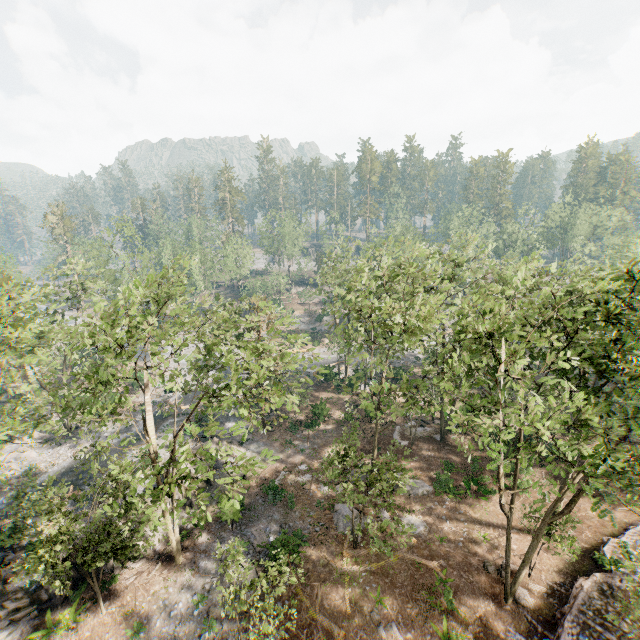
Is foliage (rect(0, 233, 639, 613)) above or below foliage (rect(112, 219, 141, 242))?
below

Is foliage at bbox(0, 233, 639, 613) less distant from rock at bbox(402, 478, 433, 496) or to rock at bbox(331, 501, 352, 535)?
rock at bbox(402, 478, 433, 496)

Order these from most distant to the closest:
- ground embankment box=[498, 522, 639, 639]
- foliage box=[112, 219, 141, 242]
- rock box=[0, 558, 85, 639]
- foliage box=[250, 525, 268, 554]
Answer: foliage box=[112, 219, 141, 242] → foliage box=[250, 525, 268, 554] → rock box=[0, 558, 85, 639] → ground embankment box=[498, 522, 639, 639]

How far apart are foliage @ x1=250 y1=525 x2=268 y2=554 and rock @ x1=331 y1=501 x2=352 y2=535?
4.8m

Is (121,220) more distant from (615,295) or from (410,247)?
(615,295)

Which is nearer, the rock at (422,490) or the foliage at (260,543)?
the foliage at (260,543)

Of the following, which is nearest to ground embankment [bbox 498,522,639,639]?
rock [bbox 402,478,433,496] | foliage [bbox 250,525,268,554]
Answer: rock [bbox 402,478,433,496]

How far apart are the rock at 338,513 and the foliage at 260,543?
4.75m
